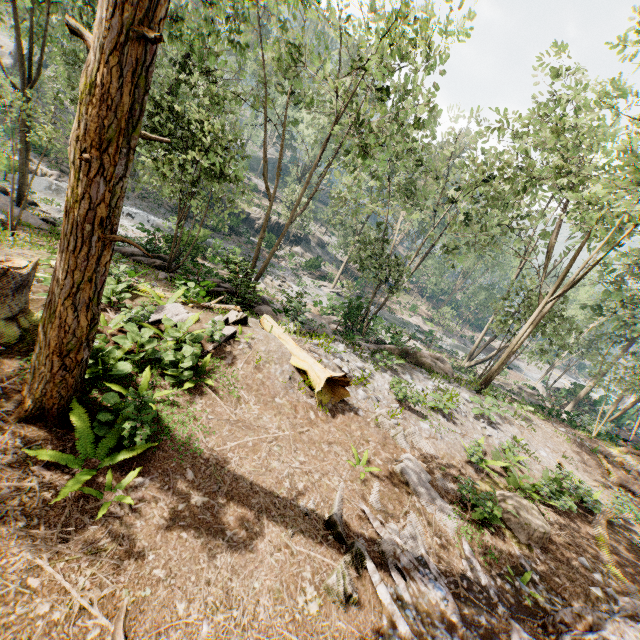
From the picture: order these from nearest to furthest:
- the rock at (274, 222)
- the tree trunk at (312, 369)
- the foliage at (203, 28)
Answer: the foliage at (203, 28)
the tree trunk at (312, 369)
the rock at (274, 222)

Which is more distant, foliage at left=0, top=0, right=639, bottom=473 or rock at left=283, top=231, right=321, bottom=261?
rock at left=283, top=231, right=321, bottom=261

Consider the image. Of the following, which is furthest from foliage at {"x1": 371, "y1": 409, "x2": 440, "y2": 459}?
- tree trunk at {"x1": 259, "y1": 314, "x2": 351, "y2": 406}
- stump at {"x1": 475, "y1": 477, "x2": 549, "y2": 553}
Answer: tree trunk at {"x1": 259, "y1": 314, "x2": 351, "y2": 406}

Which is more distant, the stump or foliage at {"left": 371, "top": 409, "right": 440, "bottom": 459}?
foliage at {"left": 371, "top": 409, "right": 440, "bottom": 459}

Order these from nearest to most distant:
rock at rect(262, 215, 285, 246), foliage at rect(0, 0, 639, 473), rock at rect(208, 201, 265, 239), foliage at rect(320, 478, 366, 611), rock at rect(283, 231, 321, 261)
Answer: foliage at rect(0, 0, 639, 473)
foliage at rect(320, 478, 366, 611)
rock at rect(208, 201, 265, 239)
rock at rect(262, 215, 285, 246)
rock at rect(283, 231, 321, 261)

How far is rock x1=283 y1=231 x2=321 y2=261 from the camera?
48.7 meters

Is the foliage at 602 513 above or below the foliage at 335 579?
above

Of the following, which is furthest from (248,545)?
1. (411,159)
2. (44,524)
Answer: (411,159)
